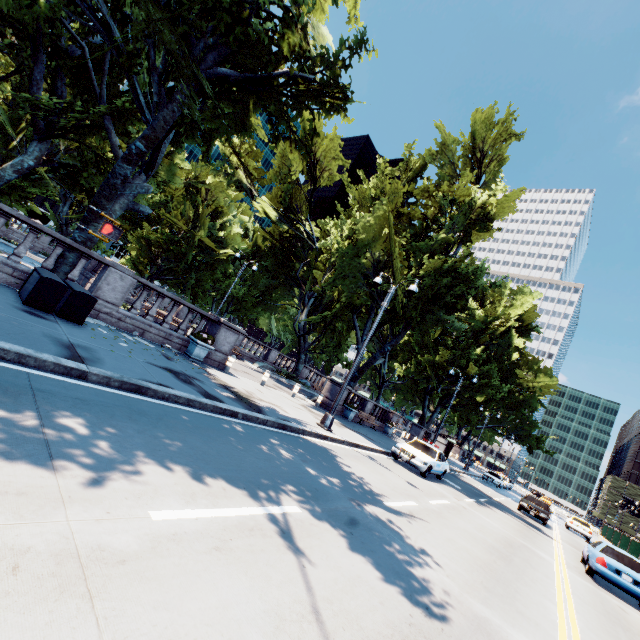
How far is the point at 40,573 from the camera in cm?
220

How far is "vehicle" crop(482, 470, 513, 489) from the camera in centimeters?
3694cm

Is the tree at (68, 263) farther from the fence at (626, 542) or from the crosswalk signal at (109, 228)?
the fence at (626, 542)

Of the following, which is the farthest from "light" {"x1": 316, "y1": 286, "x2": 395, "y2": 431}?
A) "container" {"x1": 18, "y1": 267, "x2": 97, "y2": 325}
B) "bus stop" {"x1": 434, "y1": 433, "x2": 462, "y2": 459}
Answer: "bus stop" {"x1": 434, "y1": 433, "x2": 462, "y2": 459}

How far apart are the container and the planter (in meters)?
4.05

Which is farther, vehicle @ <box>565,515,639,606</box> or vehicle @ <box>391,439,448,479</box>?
vehicle @ <box>391,439,448,479</box>

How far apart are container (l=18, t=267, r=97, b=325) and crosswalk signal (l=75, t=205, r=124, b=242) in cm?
454

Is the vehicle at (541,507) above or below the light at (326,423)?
above
